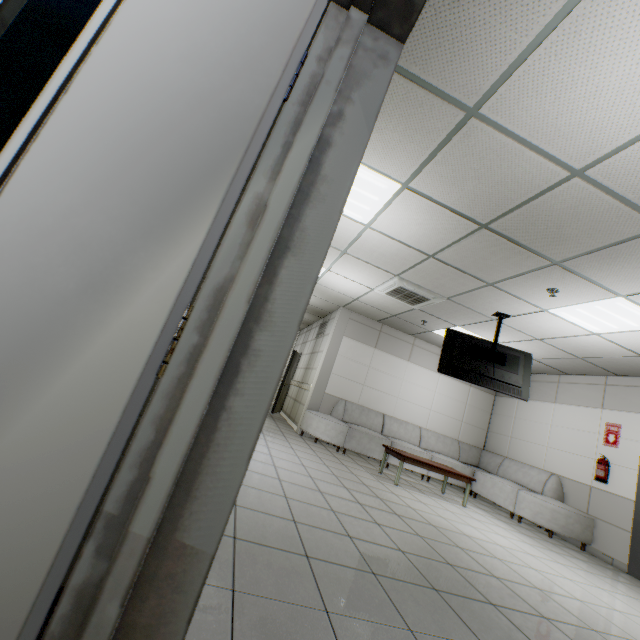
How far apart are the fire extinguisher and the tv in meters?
2.3 m

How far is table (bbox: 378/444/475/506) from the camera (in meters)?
5.66

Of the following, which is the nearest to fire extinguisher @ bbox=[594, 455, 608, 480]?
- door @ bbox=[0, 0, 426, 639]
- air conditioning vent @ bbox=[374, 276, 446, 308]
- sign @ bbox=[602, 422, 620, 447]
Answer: sign @ bbox=[602, 422, 620, 447]

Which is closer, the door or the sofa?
the door

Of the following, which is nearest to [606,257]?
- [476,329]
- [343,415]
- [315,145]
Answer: [476,329]

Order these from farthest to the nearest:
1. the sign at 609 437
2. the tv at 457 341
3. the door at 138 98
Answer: the sign at 609 437 → the tv at 457 341 → the door at 138 98

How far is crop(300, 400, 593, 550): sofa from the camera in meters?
5.8 m

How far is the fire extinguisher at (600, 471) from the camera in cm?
580
